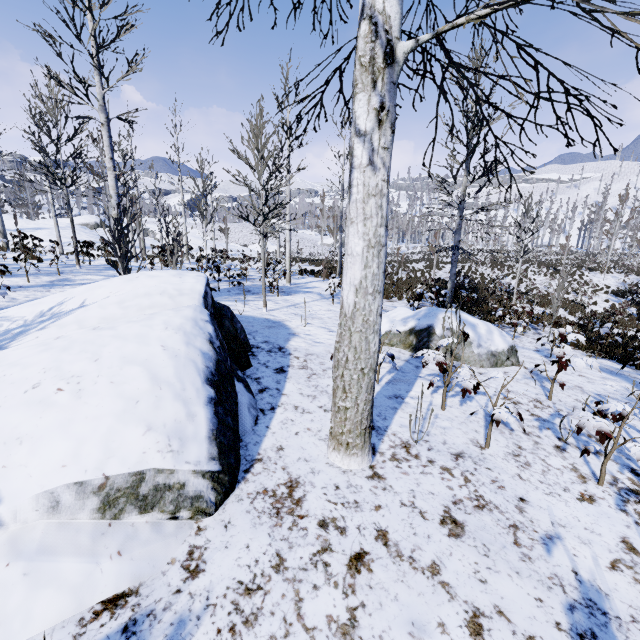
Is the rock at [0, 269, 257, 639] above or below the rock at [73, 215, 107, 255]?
below

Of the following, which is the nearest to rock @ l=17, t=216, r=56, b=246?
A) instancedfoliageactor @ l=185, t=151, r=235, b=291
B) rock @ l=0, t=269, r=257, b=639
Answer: instancedfoliageactor @ l=185, t=151, r=235, b=291

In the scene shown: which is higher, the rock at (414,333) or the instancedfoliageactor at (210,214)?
the instancedfoliageactor at (210,214)

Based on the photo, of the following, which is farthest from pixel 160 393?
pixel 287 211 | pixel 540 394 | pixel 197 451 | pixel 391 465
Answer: pixel 287 211

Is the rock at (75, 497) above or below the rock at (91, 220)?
below

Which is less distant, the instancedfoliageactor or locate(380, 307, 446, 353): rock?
locate(380, 307, 446, 353): rock

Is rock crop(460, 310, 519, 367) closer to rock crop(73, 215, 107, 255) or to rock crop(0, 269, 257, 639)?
rock crop(0, 269, 257, 639)

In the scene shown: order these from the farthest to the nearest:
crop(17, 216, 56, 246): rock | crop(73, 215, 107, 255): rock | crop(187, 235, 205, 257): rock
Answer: crop(187, 235, 205, 257): rock, crop(73, 215, 107, 255): rock, crop(17, 216, 56, 246): rock
